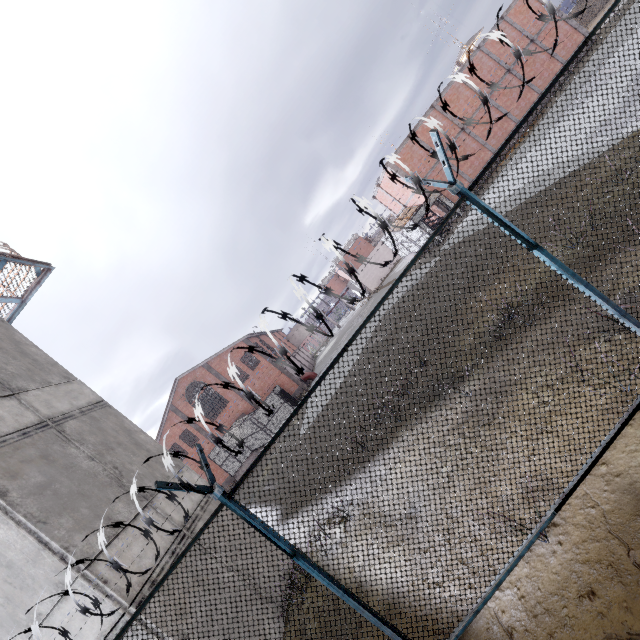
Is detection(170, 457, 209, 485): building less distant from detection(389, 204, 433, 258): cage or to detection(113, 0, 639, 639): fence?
detection(113, 0, 639, 639): fence

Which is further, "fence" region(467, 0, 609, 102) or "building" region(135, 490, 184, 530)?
"building" region(135, 490, 184, 530)

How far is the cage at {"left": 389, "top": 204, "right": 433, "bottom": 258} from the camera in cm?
2425

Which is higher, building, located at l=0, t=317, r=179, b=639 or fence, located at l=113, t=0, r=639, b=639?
building, located at l=0, t=317, r=179, b=639

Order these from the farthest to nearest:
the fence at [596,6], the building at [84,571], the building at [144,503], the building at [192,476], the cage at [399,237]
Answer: the cage at [399,237] < the building at [192,476] < the building at [144,503] < the building at [84,571] < the fence at [596,6]

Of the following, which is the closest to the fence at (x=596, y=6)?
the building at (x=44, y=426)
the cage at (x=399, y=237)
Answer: the building at (x=44, y=426)

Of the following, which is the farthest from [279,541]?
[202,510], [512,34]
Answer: [512,34]
